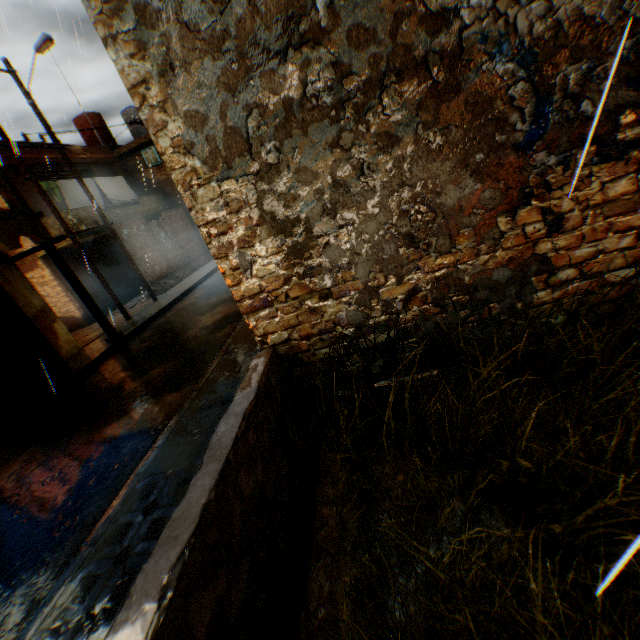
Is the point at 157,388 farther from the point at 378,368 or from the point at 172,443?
the point at 378,368

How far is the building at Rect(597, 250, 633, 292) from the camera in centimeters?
254cm

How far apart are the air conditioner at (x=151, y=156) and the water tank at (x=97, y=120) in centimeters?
441cm

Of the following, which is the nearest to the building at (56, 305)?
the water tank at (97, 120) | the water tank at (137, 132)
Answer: the water tank at (137, 132)

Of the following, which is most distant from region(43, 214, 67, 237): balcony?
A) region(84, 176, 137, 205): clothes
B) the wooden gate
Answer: the wooden gate

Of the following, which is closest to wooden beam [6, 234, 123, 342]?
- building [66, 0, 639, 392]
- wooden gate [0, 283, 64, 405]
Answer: building [66, 0, 639, 392]

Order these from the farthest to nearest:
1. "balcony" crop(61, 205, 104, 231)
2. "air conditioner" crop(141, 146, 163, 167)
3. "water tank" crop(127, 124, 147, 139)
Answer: "water tank" crop(127, 124, 147, 139) → "air conditioner" crop(141, 146, 163, 167) → "balcony" crop(61, 205, 104, 231)

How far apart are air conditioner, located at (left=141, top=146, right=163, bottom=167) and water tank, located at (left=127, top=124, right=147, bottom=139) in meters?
4.8 m
